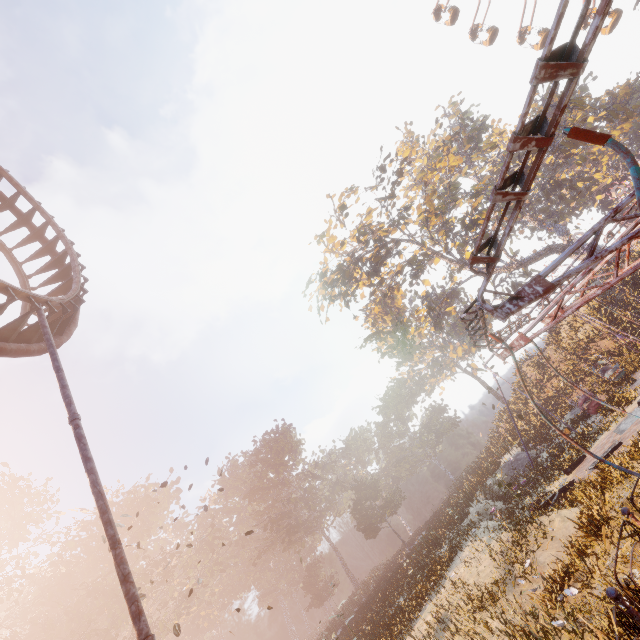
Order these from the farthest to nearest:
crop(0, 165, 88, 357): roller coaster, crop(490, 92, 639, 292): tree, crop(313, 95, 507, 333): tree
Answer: crop(490, 92, 639, 292): tree
crop(313, 95, 507, 333): tree
crop(0, 165, 88, 357): roller coaster

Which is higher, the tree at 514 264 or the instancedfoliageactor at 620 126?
the instancedfoliageactor at 620 126

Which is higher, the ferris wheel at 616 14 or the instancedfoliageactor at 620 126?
the ferris wheel at 616 14

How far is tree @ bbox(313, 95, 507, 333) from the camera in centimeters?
2939cm

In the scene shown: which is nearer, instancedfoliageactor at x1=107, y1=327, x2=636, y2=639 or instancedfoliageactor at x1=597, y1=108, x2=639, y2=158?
instancedfoliageactor at x1=107, y1=327, x2=636, y2=639

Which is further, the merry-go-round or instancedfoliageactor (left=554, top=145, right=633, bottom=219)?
instancedfoliageactor (left=554, top=145, right=633, bottom=219)

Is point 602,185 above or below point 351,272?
below

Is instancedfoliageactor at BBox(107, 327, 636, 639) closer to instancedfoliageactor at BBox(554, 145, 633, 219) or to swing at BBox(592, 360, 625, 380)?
swing at BBox(592, 360, 625, 380)
